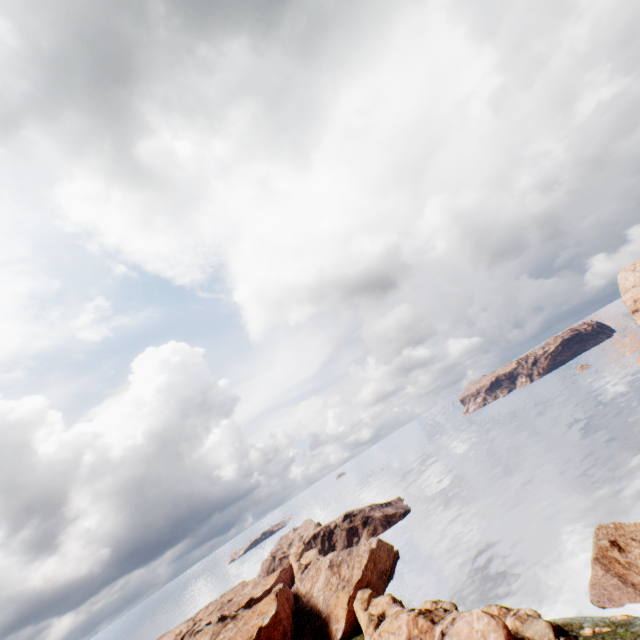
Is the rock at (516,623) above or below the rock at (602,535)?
above

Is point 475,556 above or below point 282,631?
below

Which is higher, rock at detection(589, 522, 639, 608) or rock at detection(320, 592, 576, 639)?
rock at detection(320, 592, 576, 639)

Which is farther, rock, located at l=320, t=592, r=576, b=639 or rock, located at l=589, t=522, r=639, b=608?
rock, located at l=589, t=522, r=639, b=608

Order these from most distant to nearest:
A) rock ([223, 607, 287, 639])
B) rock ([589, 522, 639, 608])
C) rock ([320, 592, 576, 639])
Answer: rock ([223, 607, 287, 639]) → rock ([589, 522, 639, 608]) → rock ([320, 592, 576, 639])
